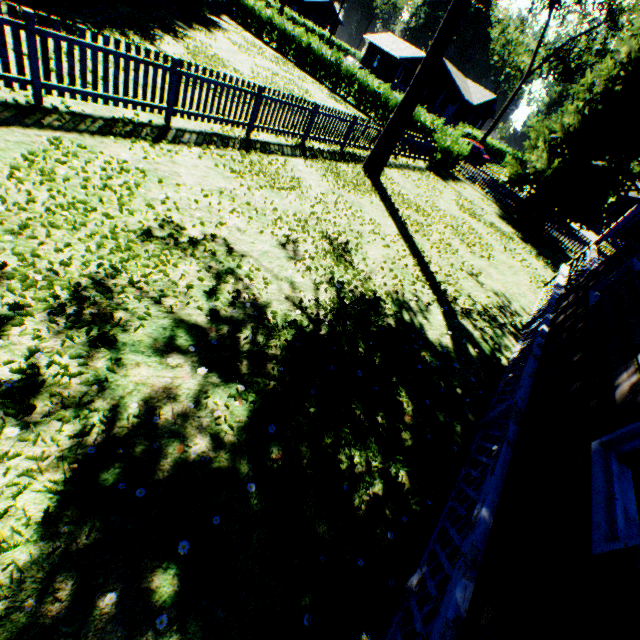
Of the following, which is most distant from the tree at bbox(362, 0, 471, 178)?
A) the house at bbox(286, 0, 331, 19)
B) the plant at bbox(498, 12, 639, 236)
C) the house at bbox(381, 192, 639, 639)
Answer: the house at bbox(286, 0, 331, 19)

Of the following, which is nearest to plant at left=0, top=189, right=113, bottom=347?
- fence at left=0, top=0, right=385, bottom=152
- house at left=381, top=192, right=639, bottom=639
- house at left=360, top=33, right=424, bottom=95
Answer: fence at left=0, top=0, right=385, bottom=152

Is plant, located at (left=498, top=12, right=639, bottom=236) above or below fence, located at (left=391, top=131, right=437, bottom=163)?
above

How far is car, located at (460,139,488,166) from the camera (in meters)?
31.56

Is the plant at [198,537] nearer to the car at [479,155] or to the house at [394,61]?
the car at [479,155]

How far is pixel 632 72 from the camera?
14.7 meters

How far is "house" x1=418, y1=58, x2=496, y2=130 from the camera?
41.4 meters

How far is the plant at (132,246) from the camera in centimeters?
405cm
